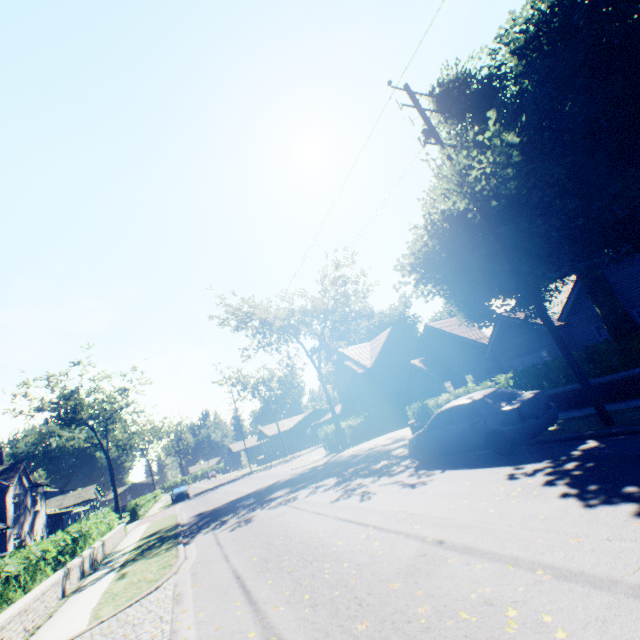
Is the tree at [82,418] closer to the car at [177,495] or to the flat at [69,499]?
the flat at [69,499]

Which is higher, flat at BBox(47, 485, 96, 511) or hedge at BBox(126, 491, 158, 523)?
flat at BBox(47, 485, 96, 511)

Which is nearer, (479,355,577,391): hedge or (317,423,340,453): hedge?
(479,355,577,391): hedge

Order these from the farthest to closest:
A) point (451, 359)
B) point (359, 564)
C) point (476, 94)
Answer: point (451, 359) < point (476, 94) < point (359, 564)

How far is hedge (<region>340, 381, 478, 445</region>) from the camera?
16.25m

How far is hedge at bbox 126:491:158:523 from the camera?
32.16m

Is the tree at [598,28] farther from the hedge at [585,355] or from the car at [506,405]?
the car at [506,405]

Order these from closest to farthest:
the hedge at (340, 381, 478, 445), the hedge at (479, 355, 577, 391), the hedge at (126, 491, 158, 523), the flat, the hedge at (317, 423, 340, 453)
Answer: the hedge at (479, 355, 577, 391) < the hedge at (340, 381, 478, 445) < the hedge at (317, 423, 340, 453) < the hedge at (126, 491, 158, 523) < the flat
